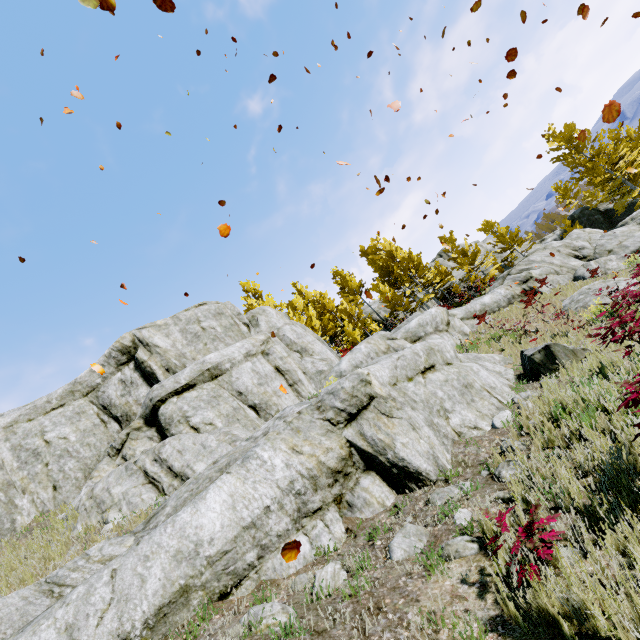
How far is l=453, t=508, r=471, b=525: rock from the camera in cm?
388

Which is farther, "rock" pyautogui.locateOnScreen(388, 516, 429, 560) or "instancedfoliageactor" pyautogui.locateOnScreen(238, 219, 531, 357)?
"instancedfoliageactor" pyautogui.locateOnScreen(238, 219, 531, 357)

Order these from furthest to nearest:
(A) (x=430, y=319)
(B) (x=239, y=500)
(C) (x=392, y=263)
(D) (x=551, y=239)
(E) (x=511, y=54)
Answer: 1. (D) (x=551, y=239)
2. (C) (x=392, y=263)
3. (A) (x=430, y=319)
4. (E) (x=511, y=54)
5. (B) (x=239, y=500)

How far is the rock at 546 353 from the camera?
6.8 meters

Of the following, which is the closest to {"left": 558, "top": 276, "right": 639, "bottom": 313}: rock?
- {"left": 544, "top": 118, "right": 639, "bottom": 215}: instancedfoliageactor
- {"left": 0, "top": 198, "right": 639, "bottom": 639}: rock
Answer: {"left": 0, "top": 198, "right": 639, "bottom": 639}: rock

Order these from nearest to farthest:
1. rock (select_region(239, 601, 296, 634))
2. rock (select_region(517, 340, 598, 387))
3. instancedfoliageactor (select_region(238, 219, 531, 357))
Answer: rock (select_region(239, 601, 296, 634))
rock (select_region(517, 340, 598, 387))
instancedfoliageactor (select_region(238, 219, 531, 357))
